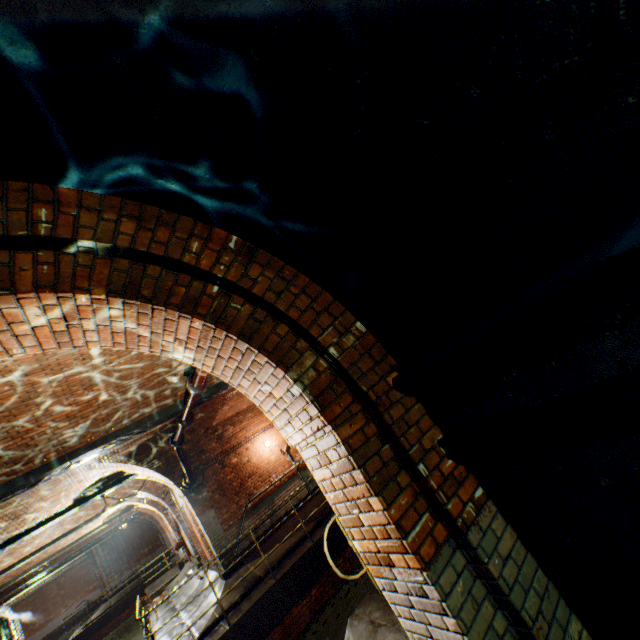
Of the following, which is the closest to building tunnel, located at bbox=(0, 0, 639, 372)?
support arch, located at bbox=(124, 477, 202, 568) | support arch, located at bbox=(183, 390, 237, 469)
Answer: support arch, located at bbox=(183, 390, 237, 469)

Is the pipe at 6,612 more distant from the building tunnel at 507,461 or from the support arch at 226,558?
the building tunnel at 507,461

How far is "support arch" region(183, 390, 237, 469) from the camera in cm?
966

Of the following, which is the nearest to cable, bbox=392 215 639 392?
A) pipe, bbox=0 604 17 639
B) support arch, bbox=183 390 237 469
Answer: support arch, bbox=183 390 237 469

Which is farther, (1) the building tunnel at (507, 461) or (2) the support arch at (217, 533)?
(2) the support arch at (217, 533)

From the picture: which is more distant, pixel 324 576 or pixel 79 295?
pixel 324 576

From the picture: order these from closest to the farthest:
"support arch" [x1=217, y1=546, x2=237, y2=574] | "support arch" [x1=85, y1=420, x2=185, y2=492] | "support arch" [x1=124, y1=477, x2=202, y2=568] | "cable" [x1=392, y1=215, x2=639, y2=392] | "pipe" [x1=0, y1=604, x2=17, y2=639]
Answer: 1. "cable" [x1=392, y1=215, x2=639, y2=392]
2. "support arch" [x1=85, y1=420, x2=185, y2=492]
3. "support arch" [x1=217, y1=546, x2=237, y2=574]
4. "support arch" [x1=124, y1=477, x2=202, y2=568]
5. "pipe" [x1=0, y1=604, x2=17, y2=639]

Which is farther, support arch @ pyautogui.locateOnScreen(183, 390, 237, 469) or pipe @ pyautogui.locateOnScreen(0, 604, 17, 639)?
pipe @ pyautogui.locateOnScreen(0, 604, 17, 639)
